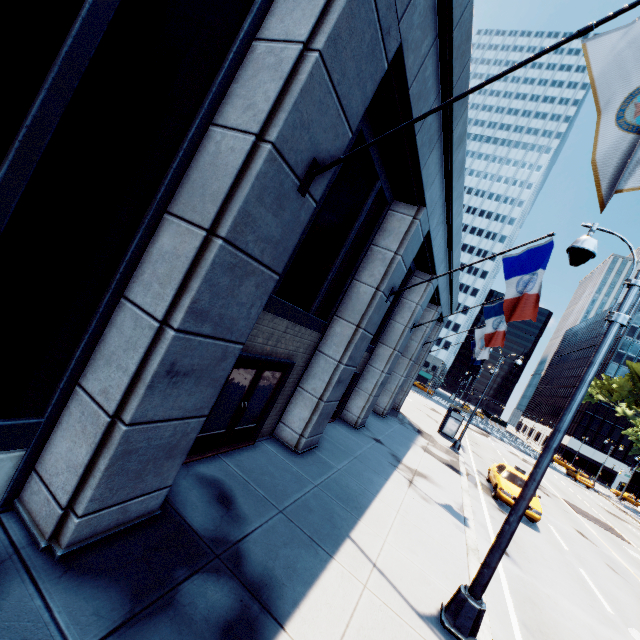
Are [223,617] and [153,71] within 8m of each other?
yes

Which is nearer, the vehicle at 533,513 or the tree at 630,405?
the vehicle at 533,513

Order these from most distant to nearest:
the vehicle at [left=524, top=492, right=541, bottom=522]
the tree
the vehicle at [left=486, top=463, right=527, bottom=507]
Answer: the tree < the vehicle at [left=486, top=463, right=527, bottom=507] < the vehicle at [left=524, top=492, right=541, bottom=522]

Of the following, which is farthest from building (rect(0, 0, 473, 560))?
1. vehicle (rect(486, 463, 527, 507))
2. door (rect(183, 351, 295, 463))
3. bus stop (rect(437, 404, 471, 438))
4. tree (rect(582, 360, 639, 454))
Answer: tree (rect(582, 360, 639, 454))

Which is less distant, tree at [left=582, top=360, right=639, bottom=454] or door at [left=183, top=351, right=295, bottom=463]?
door at [left=183, top=351, right=295, bottom=463]

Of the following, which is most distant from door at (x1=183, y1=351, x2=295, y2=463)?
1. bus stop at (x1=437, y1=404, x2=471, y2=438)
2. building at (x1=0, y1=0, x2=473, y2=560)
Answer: bus stop at (x1=437, y1=404, x2=471, y2=438)

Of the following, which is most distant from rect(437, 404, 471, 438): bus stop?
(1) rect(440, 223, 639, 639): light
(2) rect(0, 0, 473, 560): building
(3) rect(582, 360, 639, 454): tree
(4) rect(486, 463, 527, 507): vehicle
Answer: (1) rect(440, 223, 639, 639): light

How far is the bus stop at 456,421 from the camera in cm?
2445
